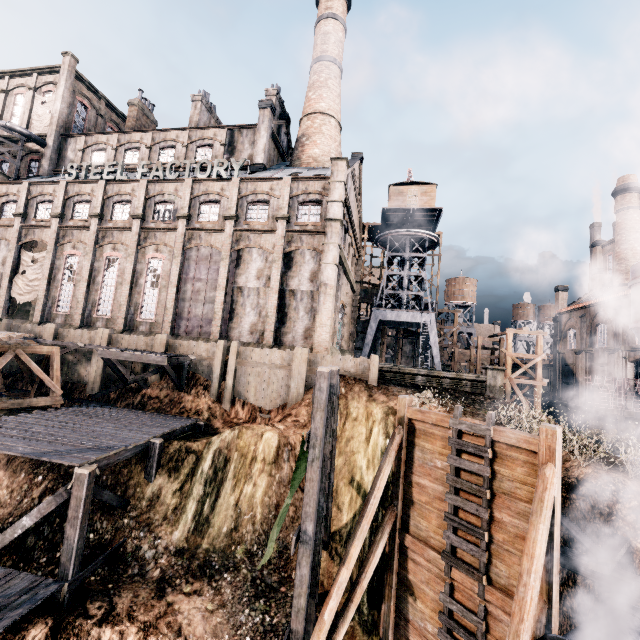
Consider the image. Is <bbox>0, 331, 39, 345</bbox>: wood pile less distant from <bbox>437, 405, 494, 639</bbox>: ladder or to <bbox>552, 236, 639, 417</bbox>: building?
<bbox>552, 236, 639, 417</bbox>: building

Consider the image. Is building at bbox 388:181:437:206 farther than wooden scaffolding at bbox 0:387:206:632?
Yes

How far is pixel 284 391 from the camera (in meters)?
20.97

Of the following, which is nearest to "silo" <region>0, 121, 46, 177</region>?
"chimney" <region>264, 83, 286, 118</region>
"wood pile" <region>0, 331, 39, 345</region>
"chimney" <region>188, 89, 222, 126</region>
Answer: "wood pile" <region>0, 331, 39, 345</region>

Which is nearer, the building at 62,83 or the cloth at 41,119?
the building at 62,83

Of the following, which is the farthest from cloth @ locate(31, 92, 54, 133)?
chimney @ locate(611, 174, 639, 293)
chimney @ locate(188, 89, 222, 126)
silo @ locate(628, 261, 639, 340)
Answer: chimney @ locate(611, 174, 639, 293)

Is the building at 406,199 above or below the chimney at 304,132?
below

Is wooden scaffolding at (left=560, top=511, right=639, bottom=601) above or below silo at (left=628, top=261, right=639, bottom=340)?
below
